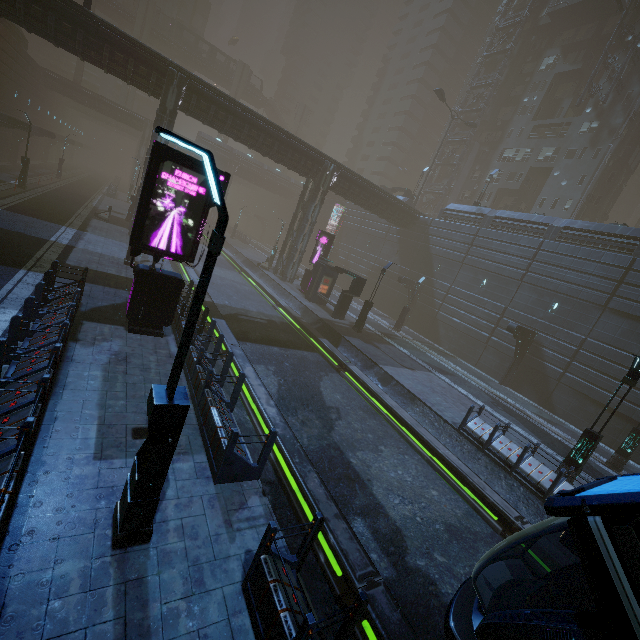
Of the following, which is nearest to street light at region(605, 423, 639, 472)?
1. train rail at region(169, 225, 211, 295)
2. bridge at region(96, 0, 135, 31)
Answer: train rail at region(169, 225, 211, 295)

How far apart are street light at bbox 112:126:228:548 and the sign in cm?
679

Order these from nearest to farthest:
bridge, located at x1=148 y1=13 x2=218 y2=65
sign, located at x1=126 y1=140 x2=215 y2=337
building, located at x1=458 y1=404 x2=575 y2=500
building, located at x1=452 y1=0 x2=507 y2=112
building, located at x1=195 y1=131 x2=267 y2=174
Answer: sign, located at x1=126 y1=140 x2=215 y2=337, building, located at x1=458 y1=404 x2=575 y2=500, building, located at x1=452 y1=0 x2=507 y2=112, building, located at x1=195 y1=131 x2=267 y2=174, bridge, located at x1=148 y1=13 x2=218 y2=65

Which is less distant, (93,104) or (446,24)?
(93,104)

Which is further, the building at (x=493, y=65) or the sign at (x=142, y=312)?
the building at (x=493, y=65)

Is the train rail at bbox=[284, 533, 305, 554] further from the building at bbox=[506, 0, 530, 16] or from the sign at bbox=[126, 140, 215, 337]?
the sign at bbox=[126, 140, 215, 337]

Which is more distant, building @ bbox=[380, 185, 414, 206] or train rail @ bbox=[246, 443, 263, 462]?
building @ bbox=[380, 185, 414, 206]

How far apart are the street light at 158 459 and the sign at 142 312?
6.8 meters
